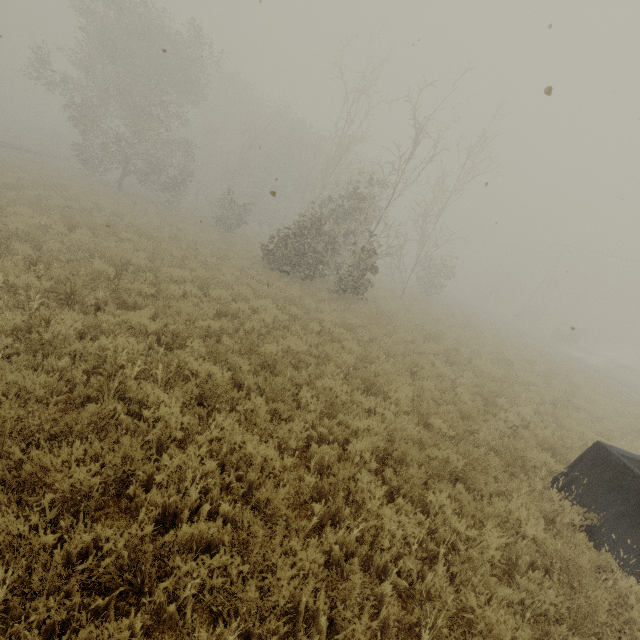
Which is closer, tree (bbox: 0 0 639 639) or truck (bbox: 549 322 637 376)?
tree (bbox: 0 0 639 639)

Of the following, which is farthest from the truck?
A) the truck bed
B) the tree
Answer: the truck bed

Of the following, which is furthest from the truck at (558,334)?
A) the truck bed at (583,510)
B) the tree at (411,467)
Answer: the truck bed at (583,510)

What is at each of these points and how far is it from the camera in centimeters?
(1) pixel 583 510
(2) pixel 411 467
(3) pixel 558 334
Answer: (1) truck bed, 550cm
(2) tree, 512cm
(3) truck, 3662cm

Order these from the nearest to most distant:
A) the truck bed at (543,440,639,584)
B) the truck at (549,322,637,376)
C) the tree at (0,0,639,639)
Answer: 1. the tree at (0,0,639,639)
2. the truck bed at (543,440,639,584)
3. the truck at (549,322,637,376)

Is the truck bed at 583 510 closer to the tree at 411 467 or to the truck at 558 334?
the tree at 411 467

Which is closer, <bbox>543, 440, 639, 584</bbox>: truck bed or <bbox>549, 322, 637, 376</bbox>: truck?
<bbox>543, 440, 639, 584</bbox>: truck bed

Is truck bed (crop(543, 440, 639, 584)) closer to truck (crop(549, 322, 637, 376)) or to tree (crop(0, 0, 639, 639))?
tree (crop(0, 0, 639, 639))
